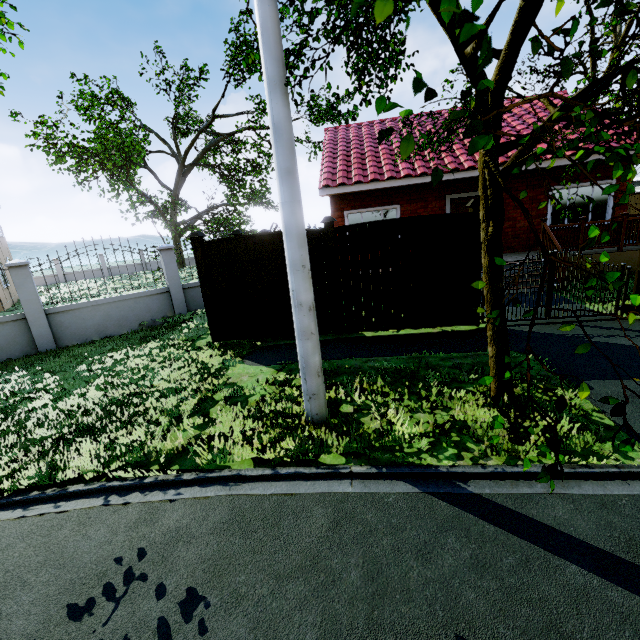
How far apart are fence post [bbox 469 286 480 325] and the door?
5.44m

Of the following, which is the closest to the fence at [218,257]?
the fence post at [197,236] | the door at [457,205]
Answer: the fence post at [197,236]

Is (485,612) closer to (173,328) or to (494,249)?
(494,249)

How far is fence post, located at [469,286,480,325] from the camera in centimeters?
671cm

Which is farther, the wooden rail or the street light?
the wooden rail

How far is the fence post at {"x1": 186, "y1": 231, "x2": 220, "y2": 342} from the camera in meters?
7.1

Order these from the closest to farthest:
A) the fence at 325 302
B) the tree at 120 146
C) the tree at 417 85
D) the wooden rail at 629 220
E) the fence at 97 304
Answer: the tree at 417 85, the fence at 325 302, the fence at 97 304, the wooden rail at 629 220, the tree at 120 146

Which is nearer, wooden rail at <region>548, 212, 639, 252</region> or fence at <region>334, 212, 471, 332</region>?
fence at <region>334, 212, 471, 332</region>
